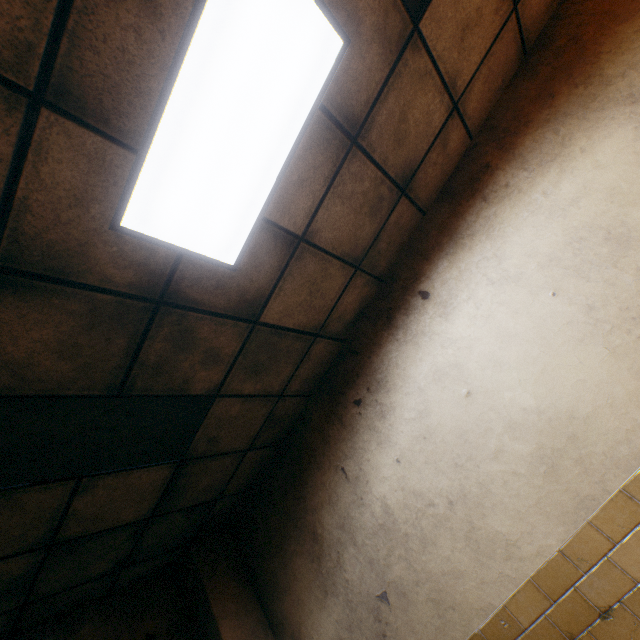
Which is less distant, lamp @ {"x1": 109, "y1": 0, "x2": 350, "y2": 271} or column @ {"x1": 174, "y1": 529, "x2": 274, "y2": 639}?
lamp @ {"x1": 109, "y1": 0, "x2": 350, "y2": 271}

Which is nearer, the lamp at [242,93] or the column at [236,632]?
the lamp at [242,93]

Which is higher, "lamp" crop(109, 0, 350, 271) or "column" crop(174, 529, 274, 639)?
"lamp" crop(109, 0, 350, 271)

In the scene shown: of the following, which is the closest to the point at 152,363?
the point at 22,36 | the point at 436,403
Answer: the point at 22,36

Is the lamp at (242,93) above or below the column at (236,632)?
above
